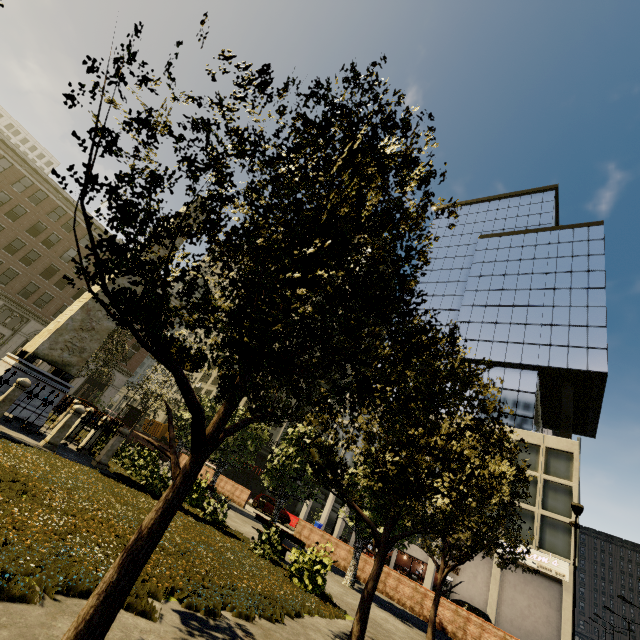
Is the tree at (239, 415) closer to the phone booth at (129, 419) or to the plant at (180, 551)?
the plant at (180, 551)

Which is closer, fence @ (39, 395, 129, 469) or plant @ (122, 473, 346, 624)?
plant @ (122, 473, 346, 624)

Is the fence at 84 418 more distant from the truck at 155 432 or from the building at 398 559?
the truck at 155 432

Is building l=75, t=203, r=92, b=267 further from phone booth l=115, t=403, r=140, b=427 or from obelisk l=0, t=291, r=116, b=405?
obelisk l=0, t=291, r=116, b=405

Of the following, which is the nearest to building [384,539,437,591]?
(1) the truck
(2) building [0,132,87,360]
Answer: (2) building [0,132,87,360]

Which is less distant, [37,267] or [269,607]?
[269,607]

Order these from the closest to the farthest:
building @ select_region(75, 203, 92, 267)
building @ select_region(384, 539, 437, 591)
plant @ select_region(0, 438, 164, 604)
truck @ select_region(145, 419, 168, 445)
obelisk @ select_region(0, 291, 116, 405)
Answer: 1. plant @ select_region(0, 438, 164, 604)
2. obelisk @ select_region(0, 291, 116, 405)
3. building @ select_region(384, 539, 437, 591)
4. building @ select_region(75, 203, 92, 267)
5. truck @ select_region(145, 419, 168, 445)

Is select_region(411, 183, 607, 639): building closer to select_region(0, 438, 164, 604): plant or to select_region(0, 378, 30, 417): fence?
select_region(0, 438, 164, 604): plant
